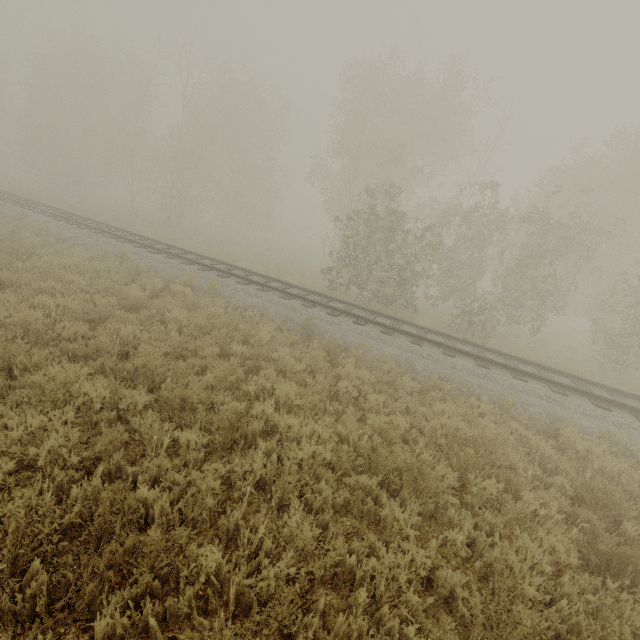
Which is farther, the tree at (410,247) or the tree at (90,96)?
the tree at (90,96)

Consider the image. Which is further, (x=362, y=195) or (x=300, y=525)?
(x=362, y=195)

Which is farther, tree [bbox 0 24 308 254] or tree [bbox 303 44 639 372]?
tree [bbox 0 24 308 254]
